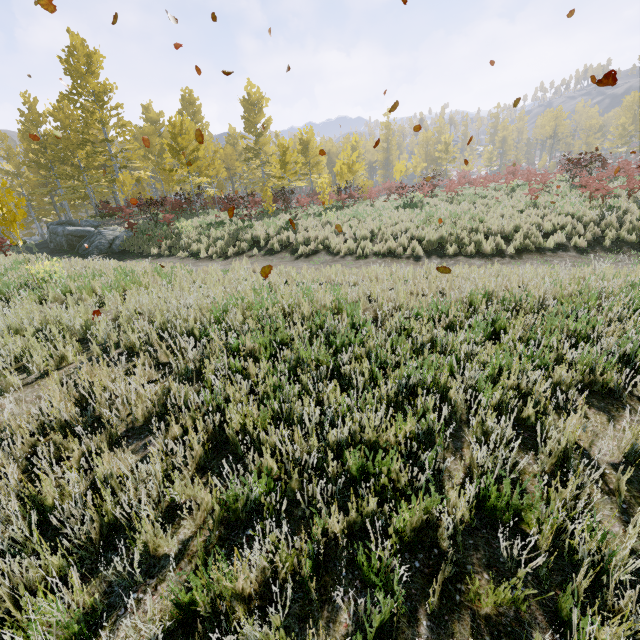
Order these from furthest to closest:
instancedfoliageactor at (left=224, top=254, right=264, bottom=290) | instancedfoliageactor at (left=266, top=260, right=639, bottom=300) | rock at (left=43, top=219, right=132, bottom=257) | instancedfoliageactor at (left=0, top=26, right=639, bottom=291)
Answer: rock at (left=43, top=219, right=132, bottom=257) → instancedfoliageactor at (left=0, top=26, right=639, bottom=291) → instancedfoliageactor at (left=224, top=254, right=264, bottom=290) → instancedfoliageactor at (left=266, top=260, right=639, bottom=300)

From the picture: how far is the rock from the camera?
16.23m

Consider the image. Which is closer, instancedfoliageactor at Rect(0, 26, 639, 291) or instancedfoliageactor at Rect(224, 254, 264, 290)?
instancedfoliageactor at Rect(224, 254, 264, 290)

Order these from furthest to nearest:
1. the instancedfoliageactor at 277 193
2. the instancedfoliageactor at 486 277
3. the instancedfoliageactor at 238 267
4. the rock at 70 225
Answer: the rock at 70 225 < the instancedfoliageactor at 277 193 < the instancedfoliageactor at 238 267 < the instancedfoliageactor at 486 277

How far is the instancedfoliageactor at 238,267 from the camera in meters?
7.1 m

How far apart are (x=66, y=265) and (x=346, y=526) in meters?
11.5 m

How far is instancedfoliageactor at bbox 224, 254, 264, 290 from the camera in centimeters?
710cm
